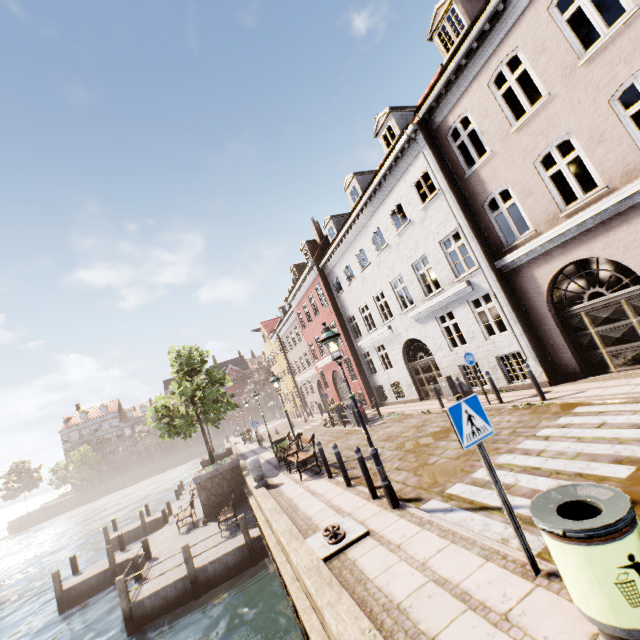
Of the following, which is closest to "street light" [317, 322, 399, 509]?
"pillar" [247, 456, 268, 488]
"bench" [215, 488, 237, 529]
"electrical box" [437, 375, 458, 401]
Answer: "pillar" [247, 456, 268, 488]

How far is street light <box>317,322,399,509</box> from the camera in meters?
6.2

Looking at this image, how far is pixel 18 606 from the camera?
17.16m

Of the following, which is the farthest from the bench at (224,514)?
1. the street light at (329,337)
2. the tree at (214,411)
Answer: the street light at (329,337)

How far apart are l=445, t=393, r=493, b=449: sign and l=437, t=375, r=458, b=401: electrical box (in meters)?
10.82

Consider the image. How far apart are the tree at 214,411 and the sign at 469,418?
16.33m

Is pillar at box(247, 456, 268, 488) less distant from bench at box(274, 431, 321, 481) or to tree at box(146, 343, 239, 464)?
bench at box(274, 431, 321, 481)

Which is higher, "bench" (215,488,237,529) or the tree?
the tree
